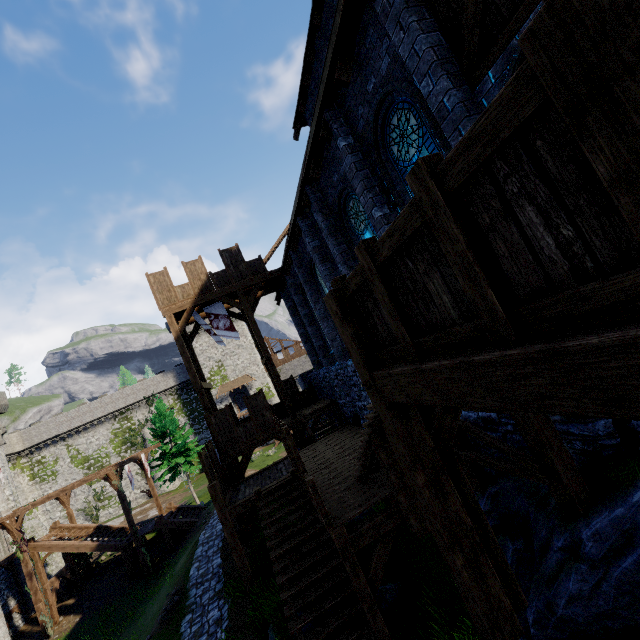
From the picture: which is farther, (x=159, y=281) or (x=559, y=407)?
(x=159, y=281)

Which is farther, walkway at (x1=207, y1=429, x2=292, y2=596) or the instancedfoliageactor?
the instancedfoliageactor

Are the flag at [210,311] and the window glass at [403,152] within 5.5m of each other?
no

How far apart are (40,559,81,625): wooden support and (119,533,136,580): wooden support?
4.5 meters

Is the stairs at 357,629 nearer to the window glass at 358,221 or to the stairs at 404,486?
the stairs at 404,486

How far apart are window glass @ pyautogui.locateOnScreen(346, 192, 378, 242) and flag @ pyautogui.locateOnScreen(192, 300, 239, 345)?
9.78m

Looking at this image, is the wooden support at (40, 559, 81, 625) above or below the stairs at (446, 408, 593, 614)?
below

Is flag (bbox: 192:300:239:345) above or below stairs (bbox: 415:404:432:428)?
above
